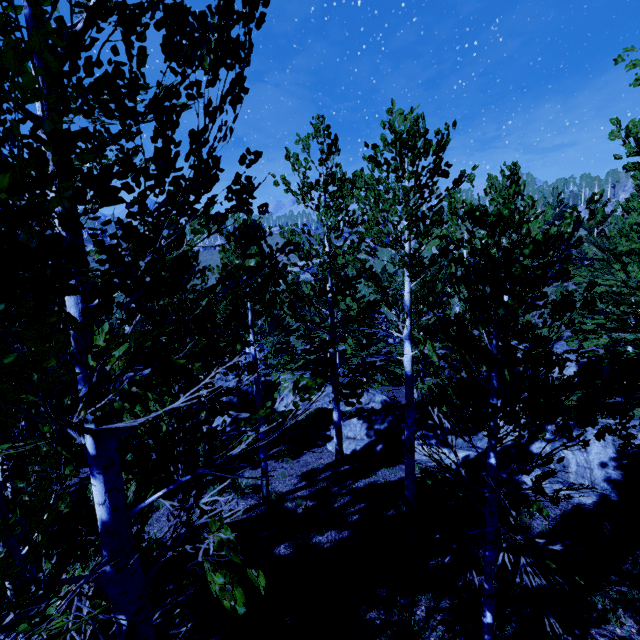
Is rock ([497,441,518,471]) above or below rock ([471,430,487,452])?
above

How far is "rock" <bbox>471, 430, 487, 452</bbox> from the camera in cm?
1113

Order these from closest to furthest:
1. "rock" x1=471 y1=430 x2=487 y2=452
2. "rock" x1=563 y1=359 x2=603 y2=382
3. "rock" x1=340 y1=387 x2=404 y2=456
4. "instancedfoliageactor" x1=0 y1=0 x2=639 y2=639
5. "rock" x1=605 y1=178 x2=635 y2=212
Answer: "instancedfoliageactor" x1=0 y1=0 x2=639 y2=639, "rock" x1=471 y1=430 x2=487 y2=452, "rock" x1=340 y1=387 x2=404 y2=456, "rock" x1=563 y1=359 x2=603 y2=382, "rock" x1=605 y1=178 x2=635 y2=212

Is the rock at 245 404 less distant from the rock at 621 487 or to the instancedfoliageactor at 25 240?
the instancedfoliageactor at 25 240

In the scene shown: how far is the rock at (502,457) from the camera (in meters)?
9.67

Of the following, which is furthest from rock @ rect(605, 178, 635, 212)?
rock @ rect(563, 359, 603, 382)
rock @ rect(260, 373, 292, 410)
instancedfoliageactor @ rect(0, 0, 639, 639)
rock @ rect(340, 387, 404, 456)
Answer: rock @ rect(340, 387, 404, 456)

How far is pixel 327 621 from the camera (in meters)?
5.79

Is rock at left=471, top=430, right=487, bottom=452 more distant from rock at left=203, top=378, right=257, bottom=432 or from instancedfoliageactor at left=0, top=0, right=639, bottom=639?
rock at left=203, top=378, right=257, bottom=432
